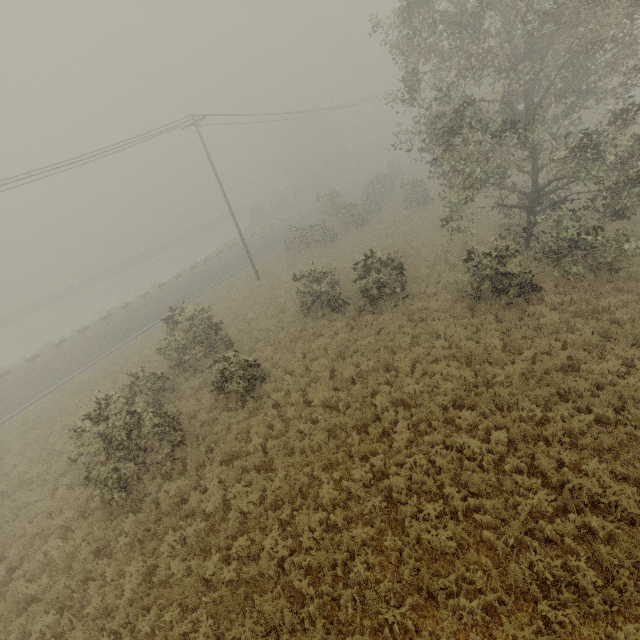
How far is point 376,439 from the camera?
10.2 meters
